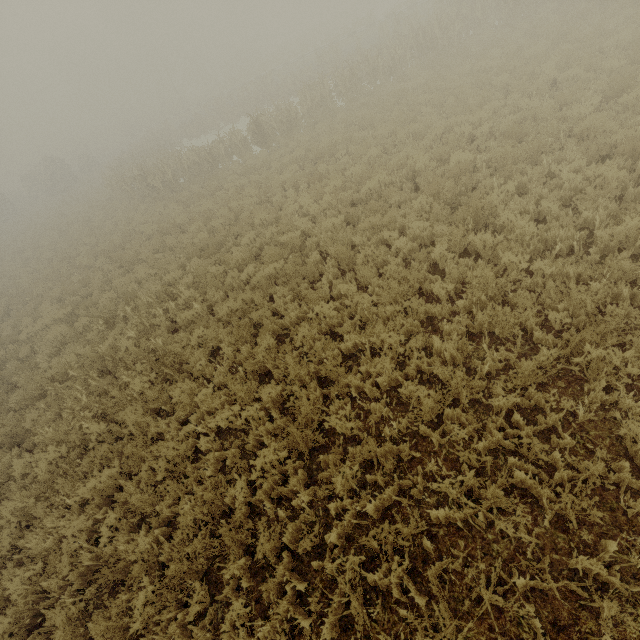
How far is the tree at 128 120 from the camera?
50.0m

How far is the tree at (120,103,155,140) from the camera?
50.0 meters

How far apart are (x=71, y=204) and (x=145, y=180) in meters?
14.9 m
